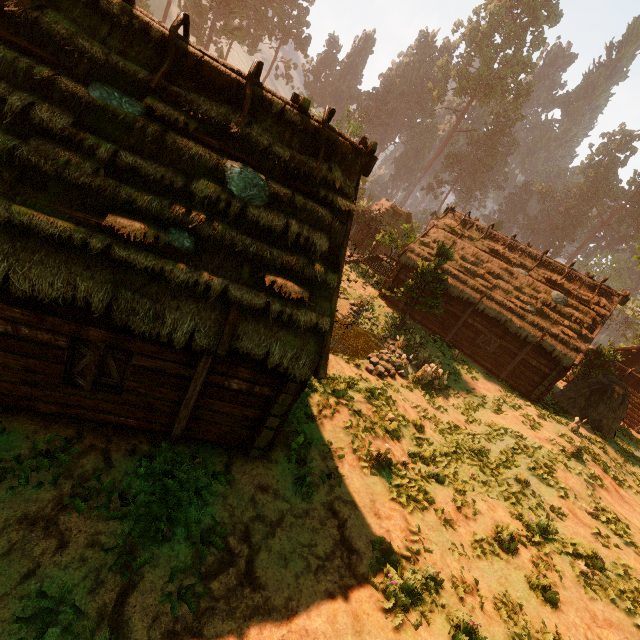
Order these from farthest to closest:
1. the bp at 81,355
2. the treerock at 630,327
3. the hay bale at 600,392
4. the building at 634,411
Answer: the building at 634,411 → the treerock at 630,327 → the hay bale at 600,392 → the bp at 81,355

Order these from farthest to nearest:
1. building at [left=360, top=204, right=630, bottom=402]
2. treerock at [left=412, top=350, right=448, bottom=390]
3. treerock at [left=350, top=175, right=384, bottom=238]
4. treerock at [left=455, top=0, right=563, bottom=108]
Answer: treerock at [left=455, top=0, right=563, bottom=108], treerock at [left=350, top=175, right=384, bottom=238], building at [left=360, top=204, right=630, bottom=402], treerock at [left=412, top=350, right=448, bottom=390]

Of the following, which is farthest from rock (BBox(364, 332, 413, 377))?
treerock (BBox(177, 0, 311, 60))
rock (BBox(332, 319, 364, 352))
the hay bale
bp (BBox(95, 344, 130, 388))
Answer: bp (BBox(95, 344, 130, 388))

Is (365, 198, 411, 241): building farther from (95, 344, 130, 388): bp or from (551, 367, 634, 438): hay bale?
(551, 367, 634, 438): hay bale

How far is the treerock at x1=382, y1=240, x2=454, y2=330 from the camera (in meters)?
19.45

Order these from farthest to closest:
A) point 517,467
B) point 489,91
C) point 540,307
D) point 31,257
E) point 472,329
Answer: point 489,91 < point 472,329 < point 540,307 < point 517,467 < point 31,257

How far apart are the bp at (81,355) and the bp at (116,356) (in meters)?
0.23

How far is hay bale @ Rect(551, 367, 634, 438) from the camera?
18.02m
